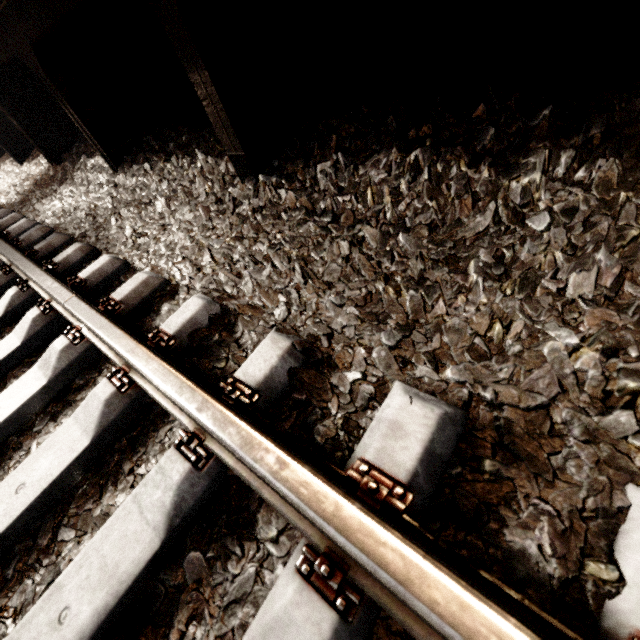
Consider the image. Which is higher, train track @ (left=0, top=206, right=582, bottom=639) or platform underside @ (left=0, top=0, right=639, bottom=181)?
platform underside @ (left=0, top=0, right=639, bottom=181)

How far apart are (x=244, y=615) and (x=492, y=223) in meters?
1.3

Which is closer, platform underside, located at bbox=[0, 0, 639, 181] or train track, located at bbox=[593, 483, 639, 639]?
train track, located at bbox=[593, 483, 639, 639]

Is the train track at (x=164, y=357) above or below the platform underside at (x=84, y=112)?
below

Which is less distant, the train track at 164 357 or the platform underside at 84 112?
the train track at 164 357
